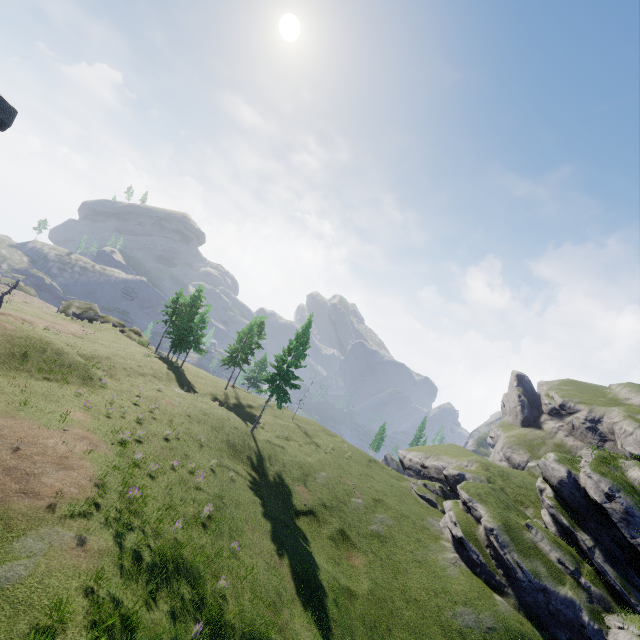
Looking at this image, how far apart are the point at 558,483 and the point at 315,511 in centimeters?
2501cm
